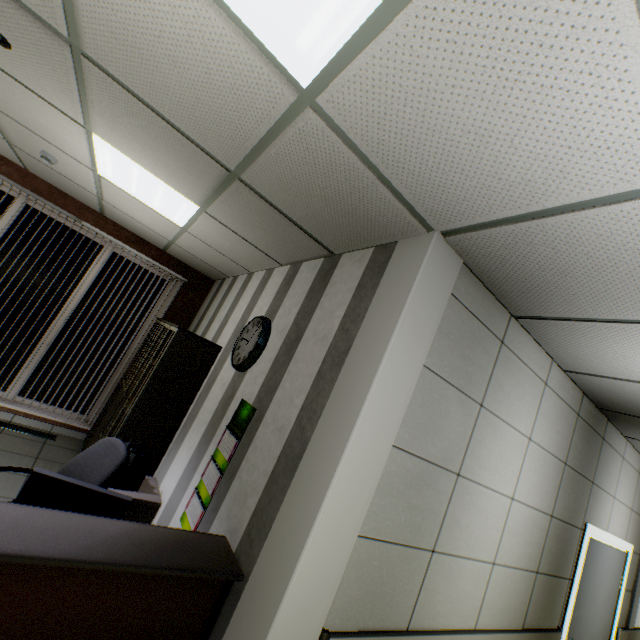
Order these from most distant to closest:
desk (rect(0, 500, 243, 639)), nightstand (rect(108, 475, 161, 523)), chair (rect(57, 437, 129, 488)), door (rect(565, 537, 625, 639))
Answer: door (rect(565, 537, 625, 639))
nightstand (rect(108, 475, 161, 523))
chair (rect(57, 437, 129, 488))
desk (rect(0, 500, 243, 639))

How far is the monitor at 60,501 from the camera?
1.7 meters

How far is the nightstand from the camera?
2.8 meters

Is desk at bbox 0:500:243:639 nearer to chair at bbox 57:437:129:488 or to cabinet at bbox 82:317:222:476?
chair at bbox 57:437:129:488

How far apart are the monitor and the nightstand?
1.0m

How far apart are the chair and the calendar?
0.57m

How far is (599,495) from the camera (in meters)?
3.55

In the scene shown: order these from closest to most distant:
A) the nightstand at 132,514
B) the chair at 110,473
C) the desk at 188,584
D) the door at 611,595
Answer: the desk at 188,584, the chair at 110,473, the nightstand at 132,514, the door at 611,595
